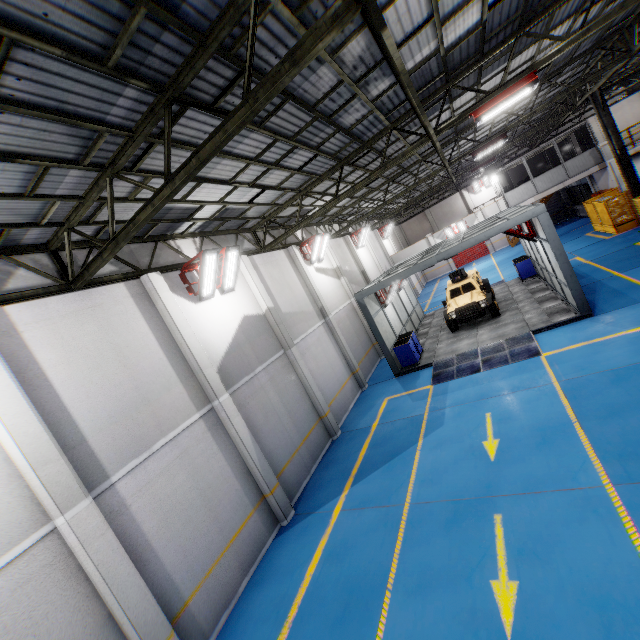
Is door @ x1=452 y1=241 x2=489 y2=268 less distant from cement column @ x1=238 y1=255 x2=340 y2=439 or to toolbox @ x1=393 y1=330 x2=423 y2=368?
toolbox @ x1=393 y1=330 x2=423 y2=368

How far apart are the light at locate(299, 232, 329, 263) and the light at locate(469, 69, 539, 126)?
8.0 meters

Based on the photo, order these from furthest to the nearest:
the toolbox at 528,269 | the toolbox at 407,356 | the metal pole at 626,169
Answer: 1. the toolbox at 528,269
2. the metal pole at 626,169
3. the toolbox at 407,356

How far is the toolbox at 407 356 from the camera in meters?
15.0

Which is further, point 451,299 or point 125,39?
point 451,299

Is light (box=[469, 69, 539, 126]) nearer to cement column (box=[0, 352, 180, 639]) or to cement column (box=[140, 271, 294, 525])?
cement column (box=[140, 271, 294, 525])

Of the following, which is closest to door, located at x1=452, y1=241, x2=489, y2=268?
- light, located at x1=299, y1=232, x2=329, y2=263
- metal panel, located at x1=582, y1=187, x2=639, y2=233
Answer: metal panel, located at x1=582, y1=187, x2=639, y2=233

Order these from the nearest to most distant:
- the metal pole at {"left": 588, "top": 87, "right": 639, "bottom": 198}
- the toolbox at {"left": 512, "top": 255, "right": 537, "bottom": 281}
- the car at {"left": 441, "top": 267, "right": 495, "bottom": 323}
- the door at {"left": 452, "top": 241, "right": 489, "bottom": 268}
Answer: the car at {"left": 441, "top": 267, "right": 495, "bottom": 323}
the metal pole at {"left": 588, "top": 87, "right": 639, "bottom": 198}
the toolbox at {"left": 512, "top": 255, "right": 537, "bottom": 281}
the door at {"left": 452, "top": 241, "right": 489, "bottom": 268}
